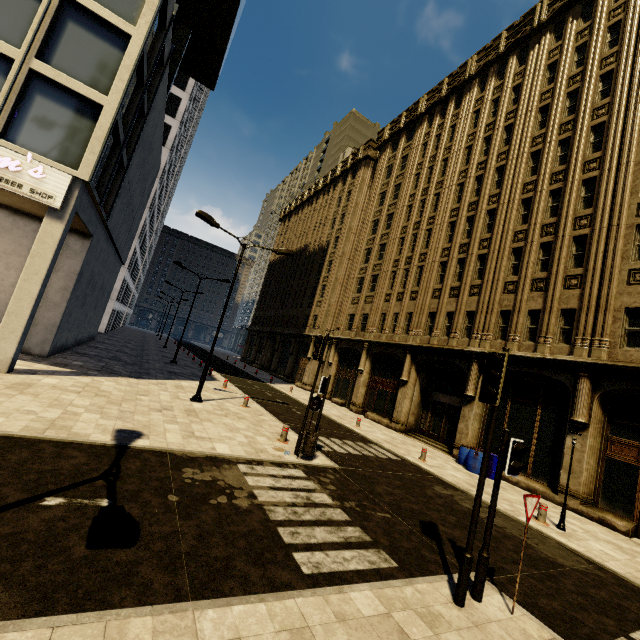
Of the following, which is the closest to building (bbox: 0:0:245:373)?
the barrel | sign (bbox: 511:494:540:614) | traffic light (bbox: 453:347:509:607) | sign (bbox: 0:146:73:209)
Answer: sign (bbox: 0:146:73:209)

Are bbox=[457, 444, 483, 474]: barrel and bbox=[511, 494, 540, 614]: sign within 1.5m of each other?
no

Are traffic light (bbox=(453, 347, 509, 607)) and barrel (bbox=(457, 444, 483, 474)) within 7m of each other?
no

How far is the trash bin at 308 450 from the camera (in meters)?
9.76

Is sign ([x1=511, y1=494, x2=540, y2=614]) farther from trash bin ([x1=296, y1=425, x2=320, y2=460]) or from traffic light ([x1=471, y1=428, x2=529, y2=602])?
trash bin ([x1=296, y1=425, x2=320, y2=460])

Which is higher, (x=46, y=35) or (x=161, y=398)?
(x=46, y=35)

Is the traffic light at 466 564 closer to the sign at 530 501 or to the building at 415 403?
the sign at 530 501

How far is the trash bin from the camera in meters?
9.8 m
